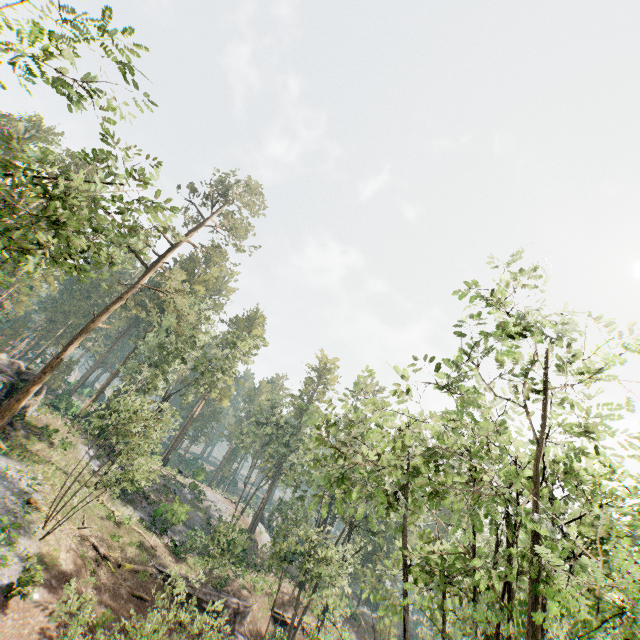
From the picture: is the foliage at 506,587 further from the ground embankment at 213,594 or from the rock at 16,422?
the ground embankment at 213,594

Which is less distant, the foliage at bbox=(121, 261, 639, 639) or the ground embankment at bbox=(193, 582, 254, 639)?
the foliage at bbox=(121, 261, 639, 639)

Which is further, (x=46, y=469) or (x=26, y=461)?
(x=46, y=469)

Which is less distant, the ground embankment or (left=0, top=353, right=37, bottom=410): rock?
the ground embankment

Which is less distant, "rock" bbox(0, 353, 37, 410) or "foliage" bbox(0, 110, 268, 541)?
"foliage" bbox(0, 110, 268, 541)

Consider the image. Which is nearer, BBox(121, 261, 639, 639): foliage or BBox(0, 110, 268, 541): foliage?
BBox(121, 261, 639, 639): foliage

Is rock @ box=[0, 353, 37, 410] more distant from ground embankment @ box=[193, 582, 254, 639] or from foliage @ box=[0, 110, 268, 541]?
ground embankment @ box=[193, 582, 254, 639]
